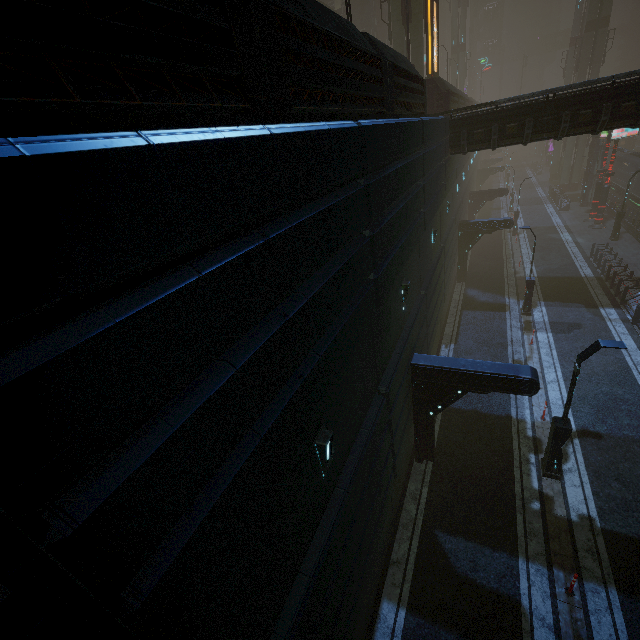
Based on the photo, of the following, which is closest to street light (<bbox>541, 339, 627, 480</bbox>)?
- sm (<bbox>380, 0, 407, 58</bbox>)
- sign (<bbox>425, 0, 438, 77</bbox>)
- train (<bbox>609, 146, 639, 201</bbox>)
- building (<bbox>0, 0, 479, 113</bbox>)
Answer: building (<bbox>0, 0, 479, 113</bbox>)

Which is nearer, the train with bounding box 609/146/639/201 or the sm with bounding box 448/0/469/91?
the train with bounding box 609/146/639/201

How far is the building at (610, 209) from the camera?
32.97m

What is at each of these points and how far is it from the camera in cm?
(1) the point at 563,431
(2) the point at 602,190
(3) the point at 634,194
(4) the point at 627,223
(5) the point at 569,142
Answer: (1) street light, 1034
(2) sign, 3058
(3) train, 3238
(4) building, 2988
(5) sm, 4341

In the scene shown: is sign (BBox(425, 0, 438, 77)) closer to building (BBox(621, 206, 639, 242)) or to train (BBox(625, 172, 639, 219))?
building (BBox(621, 206, 639, 242))

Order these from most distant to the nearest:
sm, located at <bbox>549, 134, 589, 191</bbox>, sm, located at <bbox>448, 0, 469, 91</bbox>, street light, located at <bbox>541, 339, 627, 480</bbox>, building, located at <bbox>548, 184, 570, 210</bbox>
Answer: sm, located at <bbox>448, 0, 469, 91</bbox> → sm, located at <bbox>549, 134, 589, 191</bbox> → building, located at <bbox>548, 184, 570, 210</bbox> → street light, located at <bbox>541, 339, 627, 480</bbox>

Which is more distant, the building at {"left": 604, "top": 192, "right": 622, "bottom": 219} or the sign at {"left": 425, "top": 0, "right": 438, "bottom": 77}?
the building at {"left": 604, "top": 192, "right": 622, "bottom": 219}
